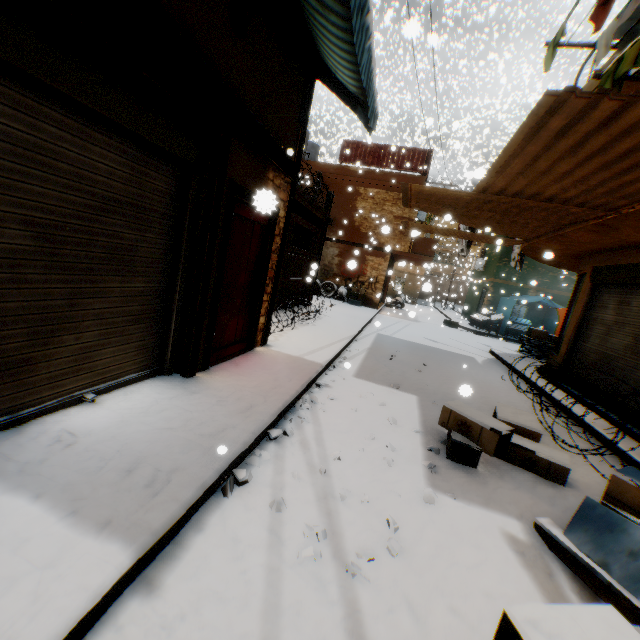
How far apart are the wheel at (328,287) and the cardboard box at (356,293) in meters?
0.4

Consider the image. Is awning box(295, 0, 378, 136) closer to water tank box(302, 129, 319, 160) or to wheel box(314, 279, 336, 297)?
water tank box(302, 129, 319, 160)

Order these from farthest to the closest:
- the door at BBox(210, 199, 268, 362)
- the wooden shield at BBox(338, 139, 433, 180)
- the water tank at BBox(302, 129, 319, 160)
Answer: the water tank at BBox(302, 129, 319, 160)
the wooden shield at BBox(338, 139, 433, 180)
the door at BBox(210, 199, 268, 362)

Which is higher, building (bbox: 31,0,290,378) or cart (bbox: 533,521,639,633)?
building (bbox: 31,0,290,378)

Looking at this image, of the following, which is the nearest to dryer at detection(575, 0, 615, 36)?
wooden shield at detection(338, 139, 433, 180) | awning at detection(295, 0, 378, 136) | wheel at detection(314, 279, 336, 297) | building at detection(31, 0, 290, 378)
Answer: building at detection(31, 0, 290, 378)

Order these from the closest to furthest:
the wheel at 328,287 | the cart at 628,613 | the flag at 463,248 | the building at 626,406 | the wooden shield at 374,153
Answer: the cart at 628,613
the building at 626,406
the flag at 463,248
the wooden shield at 374,153
the wheel at 328,287

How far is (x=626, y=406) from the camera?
5.9 meters

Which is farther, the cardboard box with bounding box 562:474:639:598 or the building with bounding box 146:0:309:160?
the building with bounding box 146:0:309:160
